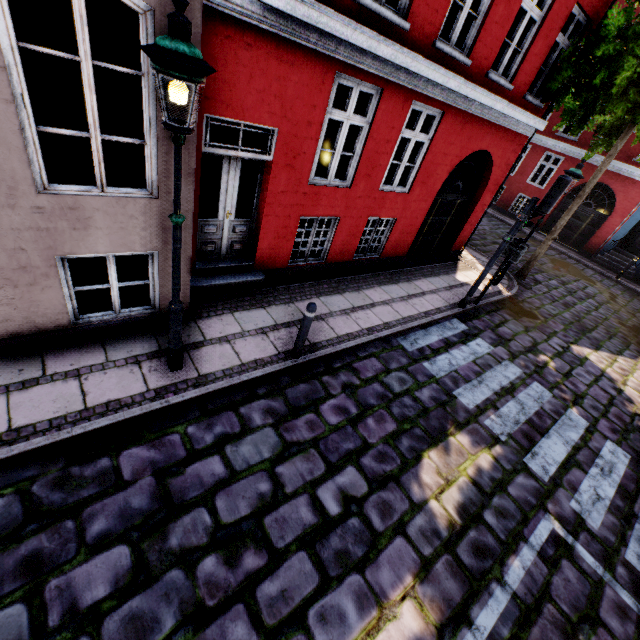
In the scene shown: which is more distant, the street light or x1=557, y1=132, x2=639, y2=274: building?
x1=557, y1=132, x2=639, y2=274: building

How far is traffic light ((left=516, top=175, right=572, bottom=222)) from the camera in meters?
6.4 m

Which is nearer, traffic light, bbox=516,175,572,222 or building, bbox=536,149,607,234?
traffic light, bbox=516,175,572,222

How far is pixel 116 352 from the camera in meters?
4.5

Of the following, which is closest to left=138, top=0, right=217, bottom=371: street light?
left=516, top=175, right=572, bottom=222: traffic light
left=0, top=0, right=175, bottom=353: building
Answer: left=0, top=0, right=175, bottom=353: building

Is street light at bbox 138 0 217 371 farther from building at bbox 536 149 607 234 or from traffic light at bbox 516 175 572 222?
traffic light at bbox 516 175 572 222

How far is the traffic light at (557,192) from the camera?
6.4m

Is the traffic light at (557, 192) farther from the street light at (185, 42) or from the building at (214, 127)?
the street light at (185, 42)
